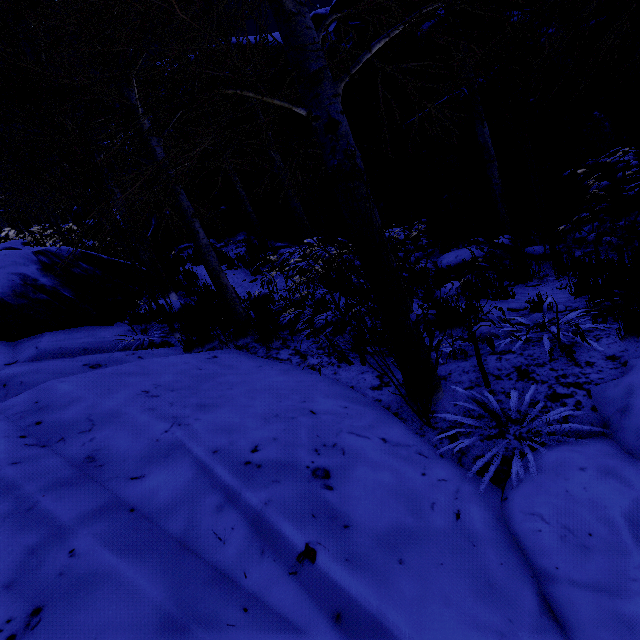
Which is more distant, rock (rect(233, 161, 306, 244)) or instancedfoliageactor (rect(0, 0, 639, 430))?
rock (rect(233, 161, 306, 244))

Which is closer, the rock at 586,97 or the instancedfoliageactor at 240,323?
the instancedfoliageactor at 240,323

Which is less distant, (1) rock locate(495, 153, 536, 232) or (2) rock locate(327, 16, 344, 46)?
(1) rock locate(495, 153, 536, 232)

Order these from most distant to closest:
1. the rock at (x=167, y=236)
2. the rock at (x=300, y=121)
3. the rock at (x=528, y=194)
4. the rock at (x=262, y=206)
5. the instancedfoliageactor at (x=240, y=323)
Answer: the rock at (x=167, y=236), the rock at (x=262, y=206), the rock at (x=300, y=121), the rock at (x=528, y=194), the instancedfoliageactor at (x=240, y=323)

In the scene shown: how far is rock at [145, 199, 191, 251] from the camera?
11.6m

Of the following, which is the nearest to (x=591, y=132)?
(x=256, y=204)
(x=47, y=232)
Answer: (x=256, y=204)

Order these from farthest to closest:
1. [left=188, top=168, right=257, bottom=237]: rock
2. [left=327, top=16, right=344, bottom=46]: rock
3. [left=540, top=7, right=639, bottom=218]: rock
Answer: [left=188, top=168, right=257, bottom=237]: rock < [left=327, top=16, right=344, bottom=46]: rock < [left=540, top=7, right=639, bottom=218]: rock
